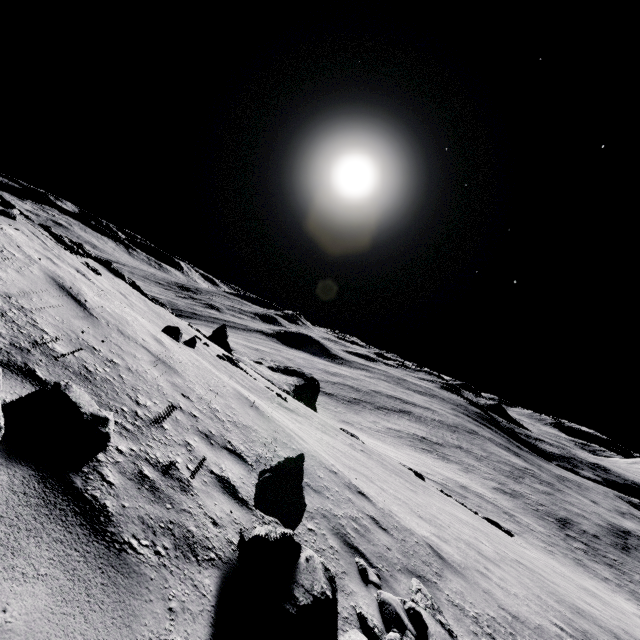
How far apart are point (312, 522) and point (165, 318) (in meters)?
15.93

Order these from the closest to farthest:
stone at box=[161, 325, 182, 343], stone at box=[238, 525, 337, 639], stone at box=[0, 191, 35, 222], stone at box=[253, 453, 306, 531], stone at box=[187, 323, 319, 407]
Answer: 1. stone at box=[238, 525, 337, 639]
2. stone at box=[253, 453, 306, 531]
3. stone at box=[161, 325, 182, 343]
4. stone at box=[0, 191, 35, 222]
5. stone at box=[187, 323, 319, 407]

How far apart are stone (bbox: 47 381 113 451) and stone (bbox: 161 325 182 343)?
6.49m

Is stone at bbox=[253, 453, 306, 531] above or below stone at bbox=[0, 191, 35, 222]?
below

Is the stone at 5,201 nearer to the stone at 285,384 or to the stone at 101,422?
the stone at 101,422

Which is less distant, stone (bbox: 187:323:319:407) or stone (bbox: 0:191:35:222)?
stone (bbox: 0:191:35:222)

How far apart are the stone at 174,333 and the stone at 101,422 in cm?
649

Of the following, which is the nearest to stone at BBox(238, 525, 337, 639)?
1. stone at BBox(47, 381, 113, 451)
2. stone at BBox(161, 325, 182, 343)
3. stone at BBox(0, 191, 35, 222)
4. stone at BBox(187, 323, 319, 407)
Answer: stone at BBox(47, 381, 113, 451)
